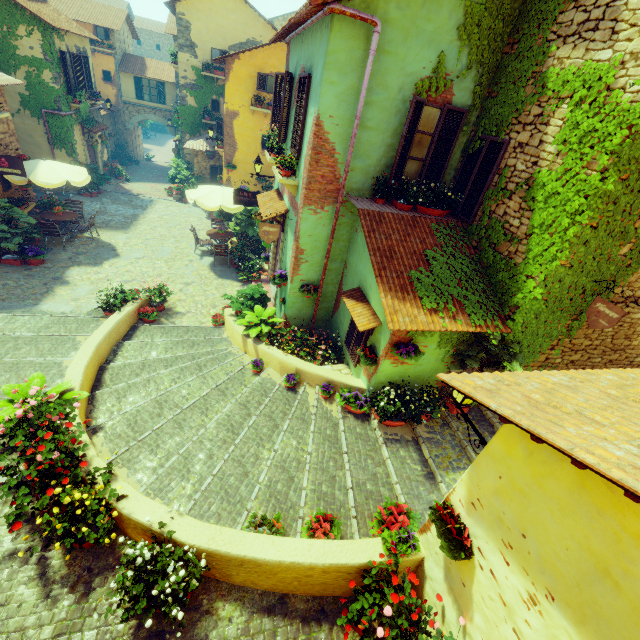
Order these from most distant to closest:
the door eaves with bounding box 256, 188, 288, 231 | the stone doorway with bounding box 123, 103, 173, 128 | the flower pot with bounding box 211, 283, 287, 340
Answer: the stone doorway with bounding box 123, 103, 173, 128, the door eaves with bounding box 256, 188, 288, 231, the flower pot with bounding box 211, 283, 287, 340

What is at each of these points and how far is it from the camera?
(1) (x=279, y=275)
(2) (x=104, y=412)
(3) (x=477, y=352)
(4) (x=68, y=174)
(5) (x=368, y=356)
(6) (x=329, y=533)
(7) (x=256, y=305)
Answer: (1) flower pot, 8.95m
(2) stair, 6.54m
(3) flower pot, 6.19m
(4) table, 11.66m
(5) flower pot, 6.61m
(6) flower pot, 4.61m
(7) flower pot, 9.08m

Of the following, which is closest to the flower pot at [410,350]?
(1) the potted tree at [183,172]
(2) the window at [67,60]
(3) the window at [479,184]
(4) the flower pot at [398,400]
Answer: (4) the flower pot at [398,400]

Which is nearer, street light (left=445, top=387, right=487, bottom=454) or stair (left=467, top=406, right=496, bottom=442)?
street light (left=445, top=387, right=487, bottom=454)

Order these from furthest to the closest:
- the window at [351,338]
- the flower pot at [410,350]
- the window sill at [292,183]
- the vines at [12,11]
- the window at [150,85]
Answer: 1. the window at [150,85]
2. the vines at [12,11]
3. the window sill at [292,183]
4. the window at [351,338]
5. the flower pot at [410,350]

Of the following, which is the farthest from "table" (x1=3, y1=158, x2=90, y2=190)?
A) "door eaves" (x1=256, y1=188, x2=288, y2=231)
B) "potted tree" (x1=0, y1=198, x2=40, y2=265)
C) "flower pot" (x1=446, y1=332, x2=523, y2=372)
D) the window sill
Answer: "flower pot" (x1=446, y1=332, x2=523, y2=372)

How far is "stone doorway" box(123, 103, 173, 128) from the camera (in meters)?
25.89

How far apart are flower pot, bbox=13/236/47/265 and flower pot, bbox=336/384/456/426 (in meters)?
12.57
